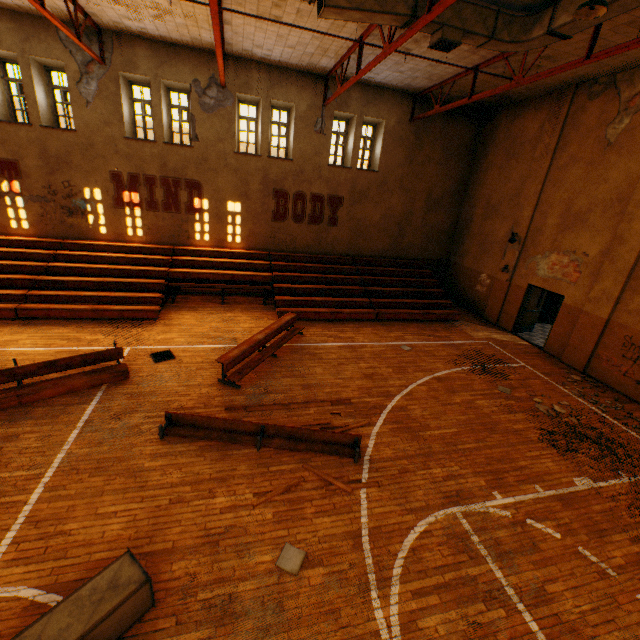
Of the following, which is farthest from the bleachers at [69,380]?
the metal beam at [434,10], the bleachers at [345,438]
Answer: the metal beam at [434,10]

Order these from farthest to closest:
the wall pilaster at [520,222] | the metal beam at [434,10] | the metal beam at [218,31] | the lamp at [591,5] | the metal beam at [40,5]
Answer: the wall pilaster at [520,222]
the metal beam at [40,5]
the metal beam at [218,31]
the metal beam at [434,10]
the lamp at [591,5]

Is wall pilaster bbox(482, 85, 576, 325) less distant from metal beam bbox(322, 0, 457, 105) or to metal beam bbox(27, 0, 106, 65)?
metal beam bbox(322, 0, 457, 105)

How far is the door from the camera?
12.9 meters

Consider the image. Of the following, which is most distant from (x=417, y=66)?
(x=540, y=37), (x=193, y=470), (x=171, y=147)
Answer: (x=193, y=470)

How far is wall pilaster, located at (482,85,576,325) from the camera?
11.52m

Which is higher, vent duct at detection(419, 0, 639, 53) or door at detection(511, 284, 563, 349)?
vent duct at detection(419, 0, 639, 53)

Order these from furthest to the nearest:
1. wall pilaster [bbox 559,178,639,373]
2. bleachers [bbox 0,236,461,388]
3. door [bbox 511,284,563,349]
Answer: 1. door [bbox 511,284,563,349]
2. bleachers [bbox 0,236,461,388]
3. wall pilaster [bbox 559,178,639,373]
